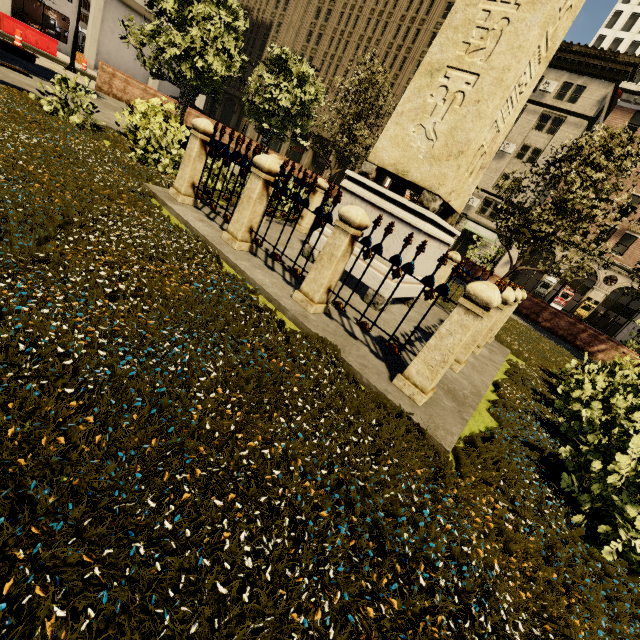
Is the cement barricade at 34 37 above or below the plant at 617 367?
below

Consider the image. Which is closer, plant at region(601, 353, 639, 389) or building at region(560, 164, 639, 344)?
plant at region(601, 353, 639, 389)

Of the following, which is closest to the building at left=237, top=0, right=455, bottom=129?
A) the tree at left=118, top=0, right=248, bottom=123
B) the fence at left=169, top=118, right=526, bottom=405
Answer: the tree at left=118, top=0, right=248, bottom=123

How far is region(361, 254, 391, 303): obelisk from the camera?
5.5m

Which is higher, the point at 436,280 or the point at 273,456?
the point at 436,280

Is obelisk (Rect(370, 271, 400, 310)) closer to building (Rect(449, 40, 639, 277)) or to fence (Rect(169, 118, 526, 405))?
fence (Rect(169, 118, 526, 405))

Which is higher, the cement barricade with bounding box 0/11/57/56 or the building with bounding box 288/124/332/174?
the building with bounding box 288/124/332/174

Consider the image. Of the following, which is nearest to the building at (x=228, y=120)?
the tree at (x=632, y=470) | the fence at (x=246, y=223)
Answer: the fence at (x=246, y=223)
